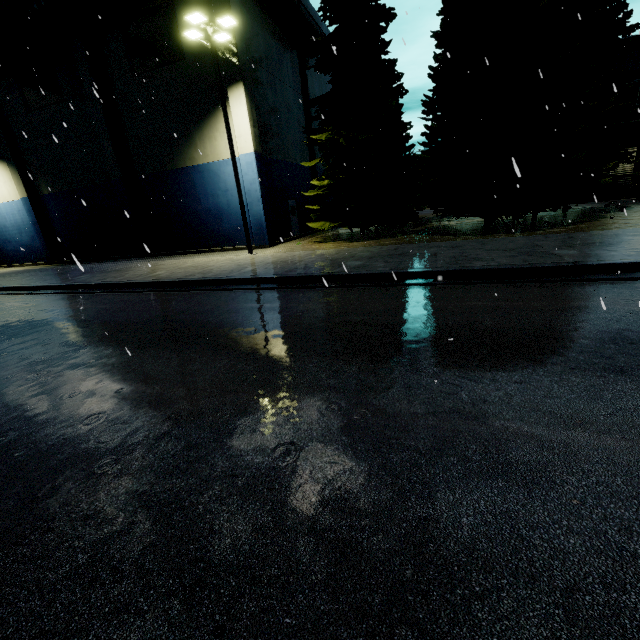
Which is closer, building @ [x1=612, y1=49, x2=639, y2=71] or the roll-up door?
building @ [x1=612, y1=49, x2=639, y2=71]

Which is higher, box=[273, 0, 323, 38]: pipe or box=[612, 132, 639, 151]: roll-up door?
box=[273, 0, 323, 38]: pipe

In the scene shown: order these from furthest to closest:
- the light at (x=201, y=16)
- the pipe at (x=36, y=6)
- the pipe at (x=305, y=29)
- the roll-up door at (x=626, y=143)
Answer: the roll-up door at (x=626, y=143)
the pipe at (x=305, y=29)
the pipe at (x=36, y=6)
the light at (x=201, y=16)

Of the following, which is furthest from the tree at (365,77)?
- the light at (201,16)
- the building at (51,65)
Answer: the light at (201,16)

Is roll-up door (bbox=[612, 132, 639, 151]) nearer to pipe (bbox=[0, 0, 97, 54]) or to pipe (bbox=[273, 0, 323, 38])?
pipe (bbox=[273, 0, 323, 38])

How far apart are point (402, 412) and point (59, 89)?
29.9 meters

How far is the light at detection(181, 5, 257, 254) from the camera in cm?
1312

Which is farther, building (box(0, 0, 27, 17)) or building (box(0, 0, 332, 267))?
building (box(0, 0, 27, 17))
